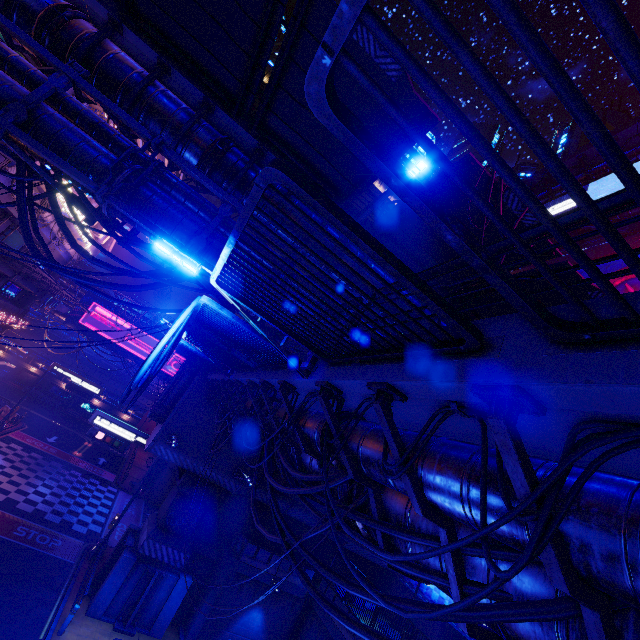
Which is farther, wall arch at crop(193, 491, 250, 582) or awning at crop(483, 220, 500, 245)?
wall arch at crop(193, 491, 250, 582)

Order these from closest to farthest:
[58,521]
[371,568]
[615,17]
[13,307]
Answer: [615,17]
[58,521]
[371,568]
[13,307]

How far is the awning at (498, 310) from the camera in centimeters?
1201cm

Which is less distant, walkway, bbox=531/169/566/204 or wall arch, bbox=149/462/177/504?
walkway, bbox=531/169/566/204

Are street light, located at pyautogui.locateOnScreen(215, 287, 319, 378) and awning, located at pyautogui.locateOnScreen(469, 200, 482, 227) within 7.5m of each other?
yes

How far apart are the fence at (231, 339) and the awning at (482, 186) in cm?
602

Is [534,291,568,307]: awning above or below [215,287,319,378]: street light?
above

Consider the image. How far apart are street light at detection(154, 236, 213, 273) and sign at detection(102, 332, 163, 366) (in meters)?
34.42
